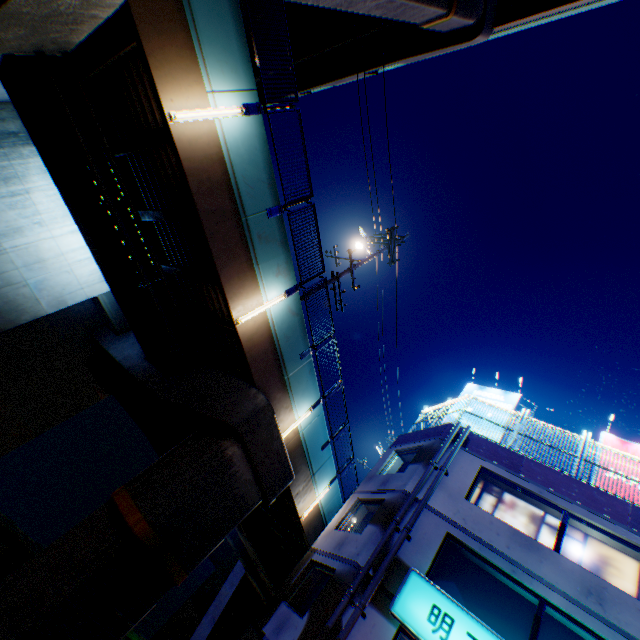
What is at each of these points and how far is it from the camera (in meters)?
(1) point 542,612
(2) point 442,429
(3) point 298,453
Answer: (1) building, 8.63
(2) concrete block, 14.14
(3) overpass support, 13.03

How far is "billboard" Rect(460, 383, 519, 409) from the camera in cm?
1628

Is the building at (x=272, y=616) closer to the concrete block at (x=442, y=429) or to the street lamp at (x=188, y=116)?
the concrete block at (x=442, y=429)

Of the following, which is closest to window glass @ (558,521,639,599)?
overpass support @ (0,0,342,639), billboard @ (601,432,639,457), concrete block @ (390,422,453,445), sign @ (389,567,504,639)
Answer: concrete block @ (390,422,453,445)

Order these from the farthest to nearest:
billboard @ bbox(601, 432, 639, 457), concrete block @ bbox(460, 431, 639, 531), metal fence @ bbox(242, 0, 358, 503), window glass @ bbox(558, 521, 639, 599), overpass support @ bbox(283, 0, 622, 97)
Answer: billboard @ bbox(601, 432, 639, 457), overpass support @ bbox(283, 0, 622, 97), concrete block @ bbox(460, 431, 639, 531), window glass @ bbox(558, 521, 639, 599), metal fence @ bbox(242, 0, 358, 503)

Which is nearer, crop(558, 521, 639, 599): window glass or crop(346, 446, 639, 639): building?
crop(346, 446, 639, 639): building

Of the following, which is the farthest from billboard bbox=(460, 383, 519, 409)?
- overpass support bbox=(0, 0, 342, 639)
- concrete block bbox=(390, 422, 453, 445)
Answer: overpass support bbox=(0, 0, 342, 639)

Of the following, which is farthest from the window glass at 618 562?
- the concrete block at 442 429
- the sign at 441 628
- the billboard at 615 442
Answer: the sign at 441 628
